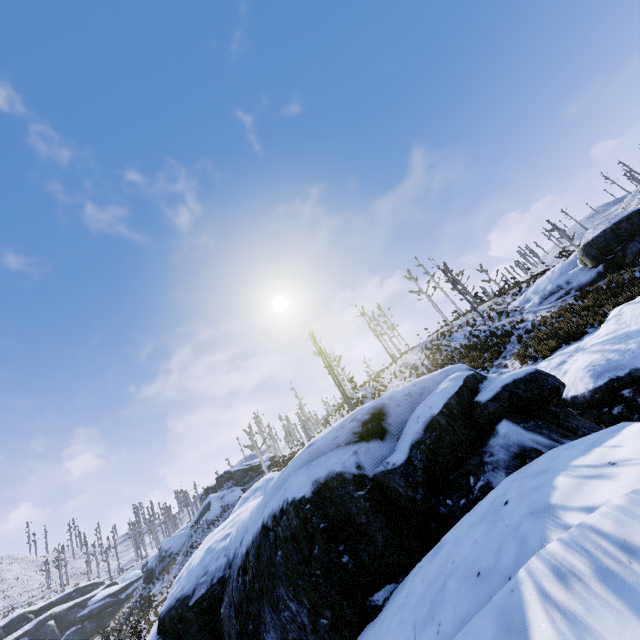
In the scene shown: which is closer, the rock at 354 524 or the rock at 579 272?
the rock at 354 524

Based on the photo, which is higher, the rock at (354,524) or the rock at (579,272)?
the rock at (579,272)

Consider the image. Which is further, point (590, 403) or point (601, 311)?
point (601, 311)

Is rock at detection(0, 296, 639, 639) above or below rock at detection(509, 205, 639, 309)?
below

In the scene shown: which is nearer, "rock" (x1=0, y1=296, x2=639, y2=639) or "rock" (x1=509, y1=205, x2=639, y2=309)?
"rock" (x1=0, y1=296, x2=639, y2=639)
